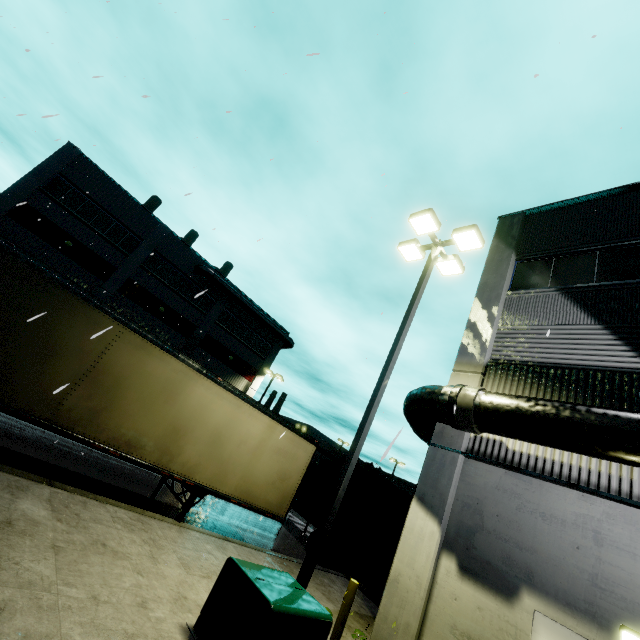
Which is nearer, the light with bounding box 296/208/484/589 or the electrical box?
the electrical box

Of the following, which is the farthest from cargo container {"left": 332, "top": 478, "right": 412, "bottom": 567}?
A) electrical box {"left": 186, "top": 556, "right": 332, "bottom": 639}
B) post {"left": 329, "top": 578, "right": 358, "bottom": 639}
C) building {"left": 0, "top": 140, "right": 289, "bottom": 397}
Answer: electrical box {"left": 186, "top": 556, "right": 332, "bottom": 639}

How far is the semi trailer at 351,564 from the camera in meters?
12.8 m

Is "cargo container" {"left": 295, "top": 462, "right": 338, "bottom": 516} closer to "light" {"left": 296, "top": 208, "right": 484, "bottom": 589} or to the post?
"light" {"left": 296, "top": 208, "right": 484, "bottom": 589}

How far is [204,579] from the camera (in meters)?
6.45

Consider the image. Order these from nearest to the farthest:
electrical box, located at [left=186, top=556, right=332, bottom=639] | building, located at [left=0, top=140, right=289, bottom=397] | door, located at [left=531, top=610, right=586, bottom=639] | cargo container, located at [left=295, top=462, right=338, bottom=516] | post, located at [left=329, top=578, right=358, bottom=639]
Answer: electrical box, located at [left=186, top=556, right=332, bottom=639] → door, located at [left=531, top=610, right=586, bottom=639] → post, located at [left=329, top=578, right=358, bottom=639] → cargo container, located at [left=295, top=462, right=338, bottom=516] → building, located at [left=0, top=140, right=289, bottom=397]

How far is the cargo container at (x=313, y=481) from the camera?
16.64m

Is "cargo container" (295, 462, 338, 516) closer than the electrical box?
No
